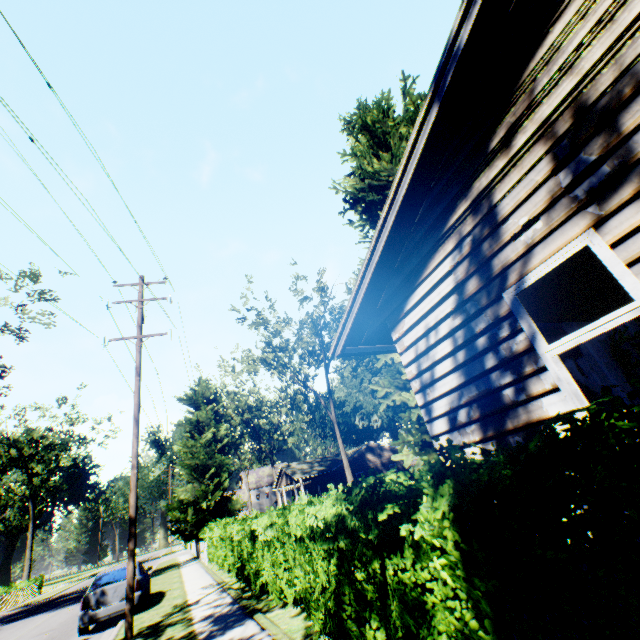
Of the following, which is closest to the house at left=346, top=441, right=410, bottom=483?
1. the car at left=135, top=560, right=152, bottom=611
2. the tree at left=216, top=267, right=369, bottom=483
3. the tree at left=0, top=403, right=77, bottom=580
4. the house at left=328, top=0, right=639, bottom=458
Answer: the tree at left=216, top=267, right=369, bottom=483

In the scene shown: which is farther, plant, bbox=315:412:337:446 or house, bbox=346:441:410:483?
plant, bbox=315:412:337:446

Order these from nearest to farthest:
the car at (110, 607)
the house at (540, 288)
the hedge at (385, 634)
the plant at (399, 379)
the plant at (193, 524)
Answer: the hedge at (385, 634), the house at (540, 288), the plant at (399, 379), the car at (110, 607), the plant at (193, 524)

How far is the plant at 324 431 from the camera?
55.7 meters

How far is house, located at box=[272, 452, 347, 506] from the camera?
37.84m

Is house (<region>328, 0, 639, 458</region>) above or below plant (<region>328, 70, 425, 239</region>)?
below

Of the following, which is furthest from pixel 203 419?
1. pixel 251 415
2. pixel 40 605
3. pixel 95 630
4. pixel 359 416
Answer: pixel 359 416

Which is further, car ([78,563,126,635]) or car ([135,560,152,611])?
car ([135,560,152,611])
